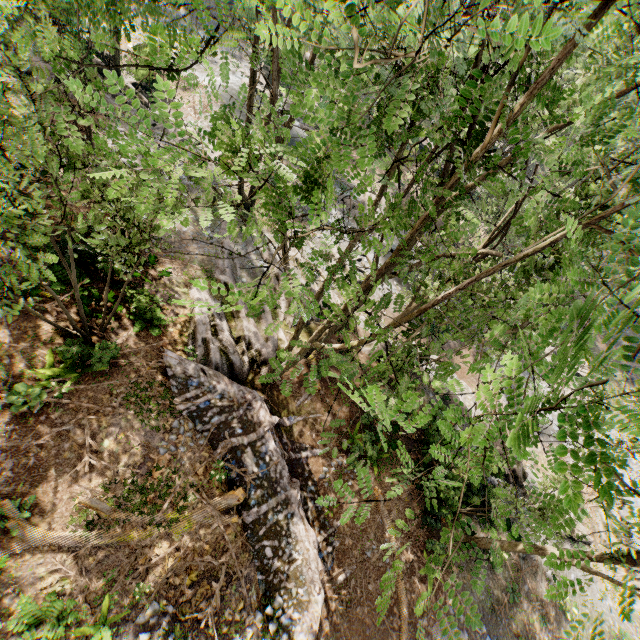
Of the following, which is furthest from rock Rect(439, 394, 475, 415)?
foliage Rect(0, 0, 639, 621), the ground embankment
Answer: the ground embankment

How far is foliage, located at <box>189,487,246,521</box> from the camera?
10.7m

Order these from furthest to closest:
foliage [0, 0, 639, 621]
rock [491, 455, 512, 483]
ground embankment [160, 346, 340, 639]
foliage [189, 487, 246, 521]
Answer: rock [491, 455, 512, 483] < ground embankment [160, 346, 340, 639] < foliage [189, 487, 246, 521] < foliage [0, 0, 639, 621]

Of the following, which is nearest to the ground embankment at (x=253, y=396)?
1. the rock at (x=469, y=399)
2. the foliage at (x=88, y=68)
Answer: the foliage at (x=88, y=68)

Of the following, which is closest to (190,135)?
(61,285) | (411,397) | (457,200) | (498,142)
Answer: (411,397)

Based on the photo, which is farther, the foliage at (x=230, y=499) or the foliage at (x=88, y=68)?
the foliage at (x=230, y=499)

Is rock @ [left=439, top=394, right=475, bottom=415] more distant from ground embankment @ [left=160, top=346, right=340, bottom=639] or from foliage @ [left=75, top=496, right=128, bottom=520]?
ground embankment @ [left=160, top=346, right=340, bottom=639]
